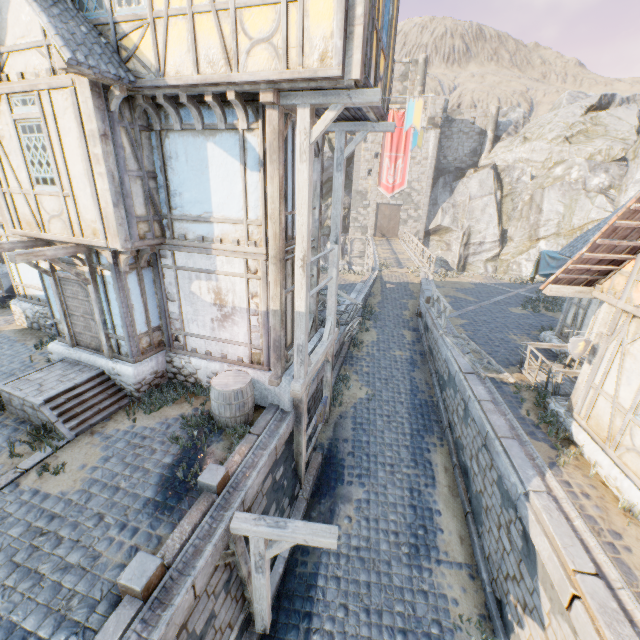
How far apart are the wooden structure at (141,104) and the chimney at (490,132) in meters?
40.6 m

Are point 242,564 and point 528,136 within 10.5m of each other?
no

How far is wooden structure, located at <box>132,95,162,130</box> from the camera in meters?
6.2 m

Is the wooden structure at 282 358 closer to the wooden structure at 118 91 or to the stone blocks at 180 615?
the wooden structure at 118 91

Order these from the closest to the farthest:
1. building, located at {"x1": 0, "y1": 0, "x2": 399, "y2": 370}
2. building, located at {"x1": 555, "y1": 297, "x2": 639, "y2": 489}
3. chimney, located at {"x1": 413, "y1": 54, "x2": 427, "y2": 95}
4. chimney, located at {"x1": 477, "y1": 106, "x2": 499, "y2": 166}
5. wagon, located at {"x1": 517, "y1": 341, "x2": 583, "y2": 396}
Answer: building, located at {"x1": 0, "y1": 0, "x2": 399, "y2": 370} → building, located at {"x1": 555, "y1": 297, "x2": 639, "y2": 489} → wagon, located at {"x1": 517, "y1": 341, "x2": 583, "y2": 396} → chimney, located at {"x1": 477, "y1": 106, "x2": 499, "y2": 166} → chimney, located at {"x1": 413, "y1": 54, "x2": 427, "y2": 95}

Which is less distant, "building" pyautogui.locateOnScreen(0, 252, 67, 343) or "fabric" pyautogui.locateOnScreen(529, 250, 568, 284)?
"building" pyautogui.locateOnScreen(0, 252, 67, 343)

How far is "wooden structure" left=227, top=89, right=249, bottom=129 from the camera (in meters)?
5.67

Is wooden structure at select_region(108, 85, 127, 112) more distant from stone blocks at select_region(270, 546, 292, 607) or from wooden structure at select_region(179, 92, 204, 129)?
stone blocks at select_region(270, 546, 292, 607)
